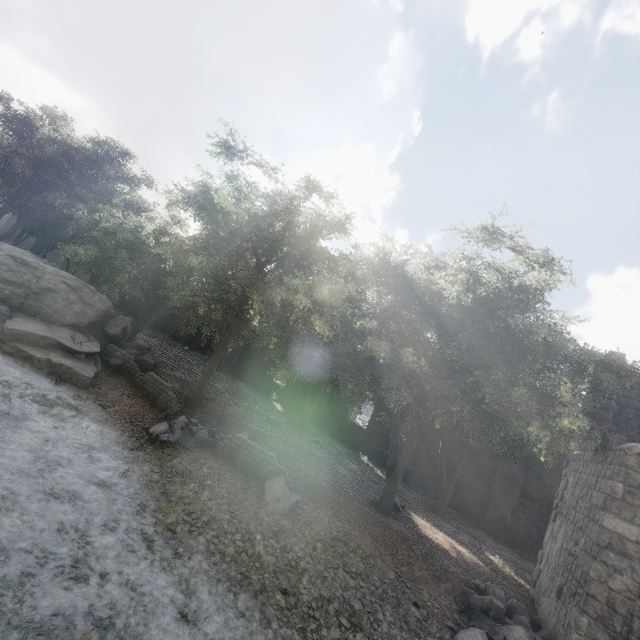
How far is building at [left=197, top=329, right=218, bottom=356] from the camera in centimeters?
3459cm

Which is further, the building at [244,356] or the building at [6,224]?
the building at [6,224]

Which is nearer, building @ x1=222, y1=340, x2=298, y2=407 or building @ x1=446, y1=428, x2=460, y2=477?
building @ x1=446, y1=428, x2=460, y2=477

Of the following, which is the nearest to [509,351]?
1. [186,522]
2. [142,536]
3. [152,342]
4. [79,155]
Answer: [186,522]

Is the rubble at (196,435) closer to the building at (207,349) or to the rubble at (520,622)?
the rubble at (520,622)

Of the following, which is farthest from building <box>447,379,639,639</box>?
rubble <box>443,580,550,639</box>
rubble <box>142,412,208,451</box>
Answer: rubble <box>142,412,208,451</box>
